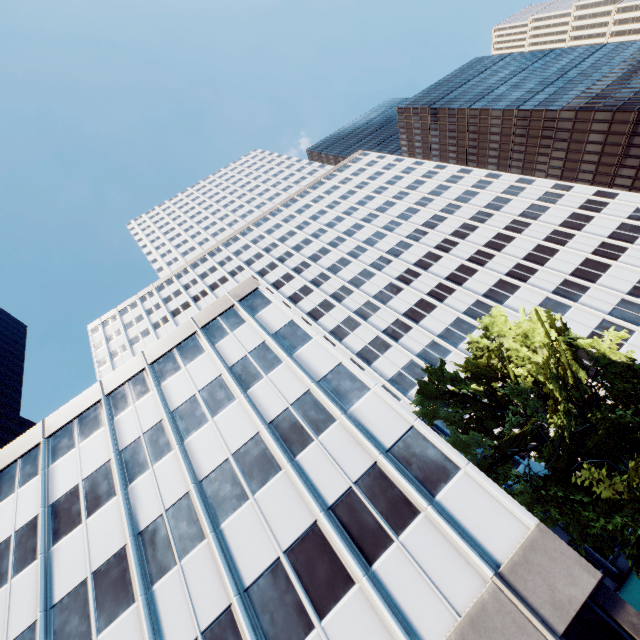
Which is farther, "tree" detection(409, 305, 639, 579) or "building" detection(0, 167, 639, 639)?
"tree" detection(409, 305, 639, 579)

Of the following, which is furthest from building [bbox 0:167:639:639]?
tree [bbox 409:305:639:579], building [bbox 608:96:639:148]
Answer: building [bbox 608:96:639:148]

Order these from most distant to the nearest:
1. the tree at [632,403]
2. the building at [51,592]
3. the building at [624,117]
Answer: the building at [624,117] → the tree at [632,403] → the building at [51,592]

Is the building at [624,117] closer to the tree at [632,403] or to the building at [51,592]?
the building at [51,592]

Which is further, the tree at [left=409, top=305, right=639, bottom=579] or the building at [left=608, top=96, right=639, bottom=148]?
the building at [left=608, top=96, right=639, bottom=148]

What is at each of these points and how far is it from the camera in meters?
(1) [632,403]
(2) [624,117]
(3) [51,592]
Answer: (1) tree, 17.4 m
(2) building, 58.9 m
(3) building, 15.1 m

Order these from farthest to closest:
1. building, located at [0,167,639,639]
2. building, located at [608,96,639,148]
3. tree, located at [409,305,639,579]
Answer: building, located at [608,96,639,148] → tree, located at [409,305,639,579] → building, located at [0,167,639,639]

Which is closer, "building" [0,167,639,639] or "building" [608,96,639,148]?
"building" [0,167,639,639]
